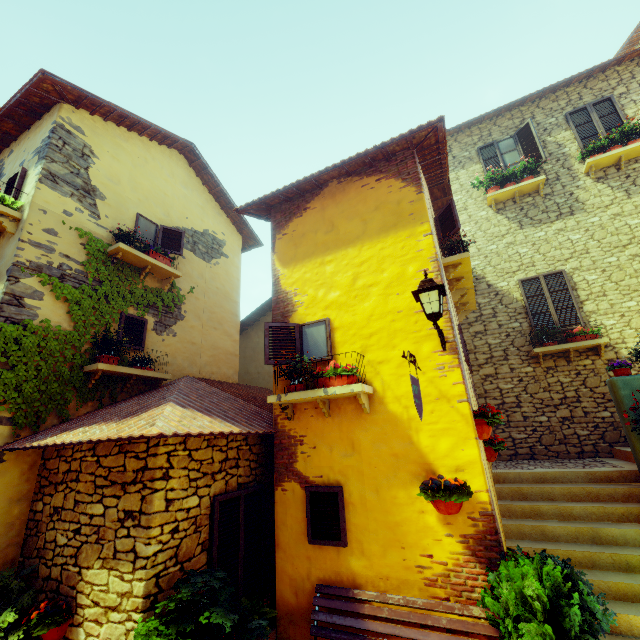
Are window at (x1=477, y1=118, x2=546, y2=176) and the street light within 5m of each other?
no

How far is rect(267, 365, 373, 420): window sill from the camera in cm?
432

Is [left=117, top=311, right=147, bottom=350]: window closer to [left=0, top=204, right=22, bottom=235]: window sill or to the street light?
[left=0, top=204, right=22, bottom=235]: window sill

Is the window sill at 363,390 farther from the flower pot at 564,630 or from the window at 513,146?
the window at 513,146

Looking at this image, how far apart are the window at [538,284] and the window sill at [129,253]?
9.01m

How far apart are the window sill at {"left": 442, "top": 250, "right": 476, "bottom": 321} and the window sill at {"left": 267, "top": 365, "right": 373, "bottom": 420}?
2.74m

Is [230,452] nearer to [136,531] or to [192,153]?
[136,531]

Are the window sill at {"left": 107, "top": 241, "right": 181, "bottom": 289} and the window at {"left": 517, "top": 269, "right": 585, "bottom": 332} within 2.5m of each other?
no
